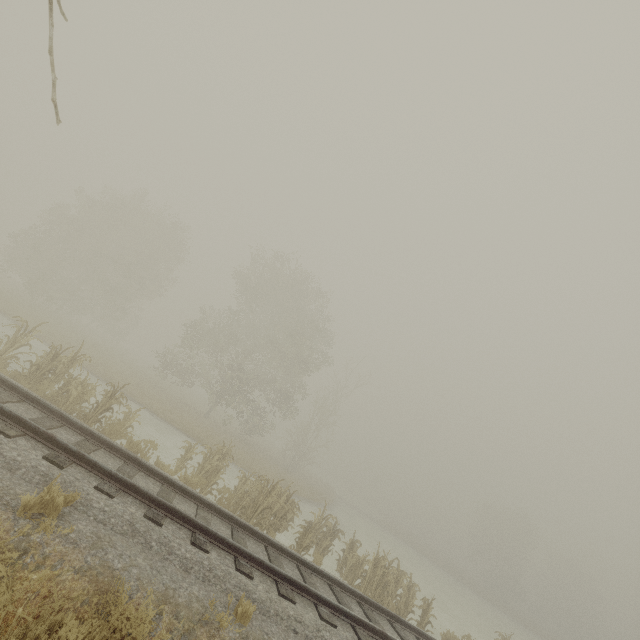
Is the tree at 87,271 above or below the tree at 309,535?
above

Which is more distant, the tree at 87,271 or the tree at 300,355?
the tree at 300,355

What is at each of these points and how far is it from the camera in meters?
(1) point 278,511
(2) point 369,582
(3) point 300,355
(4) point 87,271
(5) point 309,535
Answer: (1) tree, 11.5
(2) tree, 11.0
(3) tree, 28.1
(4) tree, 31.1
(5) tree, 10.8

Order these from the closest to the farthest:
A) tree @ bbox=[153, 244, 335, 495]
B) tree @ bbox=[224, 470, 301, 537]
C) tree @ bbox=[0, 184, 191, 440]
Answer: tree @ bbox=[0, 184, 191, 440] < tree @ bbox=[224, 470, 301, 537] < tree @ bbox=[153, 244, 335, 495]

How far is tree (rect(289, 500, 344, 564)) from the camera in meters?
10.6 m

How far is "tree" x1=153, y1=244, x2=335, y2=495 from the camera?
24.53m
